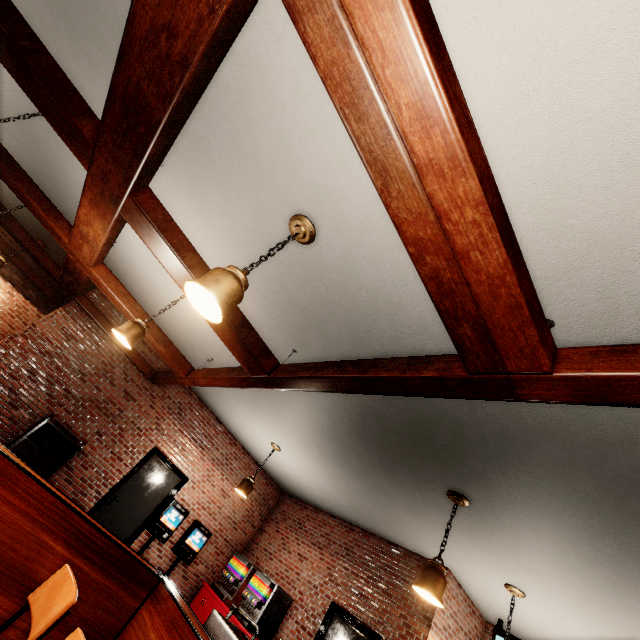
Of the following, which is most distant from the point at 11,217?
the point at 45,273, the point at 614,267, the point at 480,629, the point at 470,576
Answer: the point at 480,629
